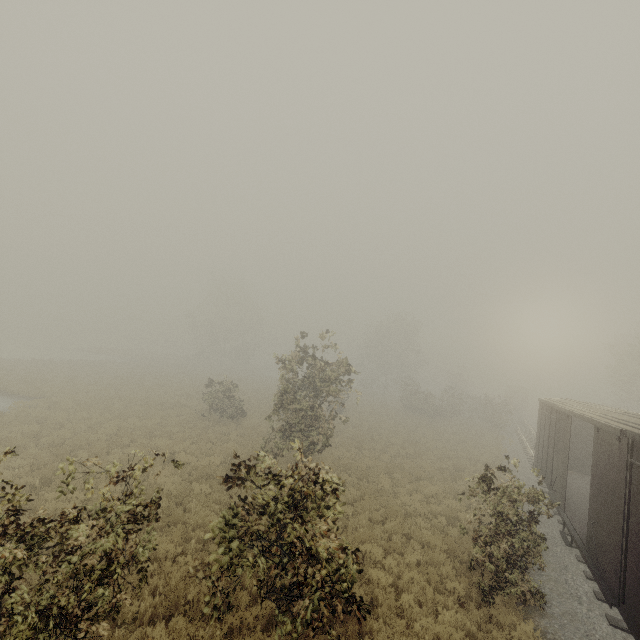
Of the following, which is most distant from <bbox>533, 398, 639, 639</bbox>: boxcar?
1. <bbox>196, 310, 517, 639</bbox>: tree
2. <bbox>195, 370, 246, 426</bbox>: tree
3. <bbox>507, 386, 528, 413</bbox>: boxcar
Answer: <bbox>507, 386, 528, 413</bbox>: boxcar

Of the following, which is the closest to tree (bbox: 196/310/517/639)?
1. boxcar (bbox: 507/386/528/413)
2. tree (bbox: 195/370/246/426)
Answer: tree (bbox: 195/370/246/426)

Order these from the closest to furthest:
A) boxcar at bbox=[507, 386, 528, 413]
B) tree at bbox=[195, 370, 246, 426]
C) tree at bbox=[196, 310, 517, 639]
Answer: tree at bbox=[196, 310, 517, 639] → tree at bbox=[195, 370, 246, 426] → boxcar at bbox=[507, 386, 528, 413]

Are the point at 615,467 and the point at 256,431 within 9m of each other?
no

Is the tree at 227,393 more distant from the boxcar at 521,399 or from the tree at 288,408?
the boxcar at 521,399

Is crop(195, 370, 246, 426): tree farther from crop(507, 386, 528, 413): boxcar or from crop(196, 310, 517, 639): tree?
crop(507, 386, 528, 413): boxcar

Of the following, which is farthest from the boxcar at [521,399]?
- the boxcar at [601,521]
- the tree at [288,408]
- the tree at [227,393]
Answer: the tree at [227,393]

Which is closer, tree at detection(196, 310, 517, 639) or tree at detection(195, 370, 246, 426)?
tree at detection(196, 310, 517, 639)
